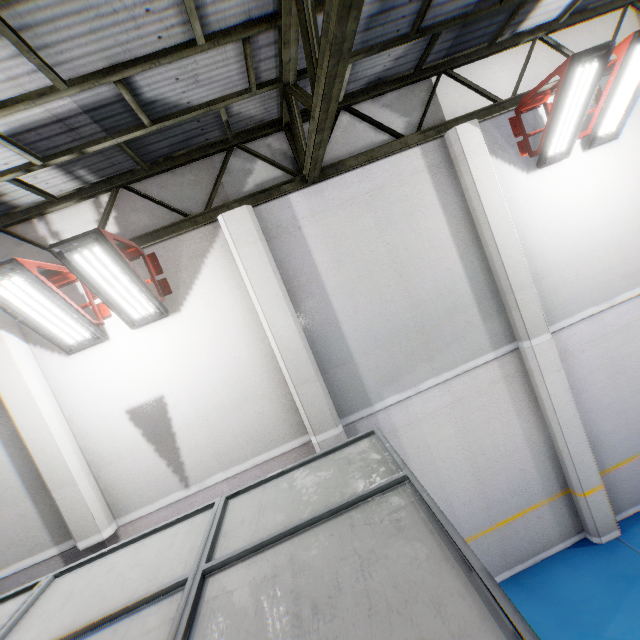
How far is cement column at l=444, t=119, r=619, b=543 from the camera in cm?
541

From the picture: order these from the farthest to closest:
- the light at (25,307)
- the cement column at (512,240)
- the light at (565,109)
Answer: the cement column at (512,240), the light at (565,109), the light at (25,307)

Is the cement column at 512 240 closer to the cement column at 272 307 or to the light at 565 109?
the light at 565 109

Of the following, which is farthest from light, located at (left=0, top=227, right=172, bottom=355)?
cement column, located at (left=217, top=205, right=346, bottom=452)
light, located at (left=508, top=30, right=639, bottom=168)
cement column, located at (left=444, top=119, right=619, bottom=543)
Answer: light, located at (left=508, top=30, right=639, bottom=168)

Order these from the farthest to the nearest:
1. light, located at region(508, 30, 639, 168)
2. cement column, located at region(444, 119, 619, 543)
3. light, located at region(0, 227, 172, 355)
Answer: cement column, located at region(444, 119, 619, 543) → light, located at region(508, 30, 639, 168) → light, located at region(0, 227, 172, 355)

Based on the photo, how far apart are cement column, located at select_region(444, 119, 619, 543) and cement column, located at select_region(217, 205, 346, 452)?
3.5 meters

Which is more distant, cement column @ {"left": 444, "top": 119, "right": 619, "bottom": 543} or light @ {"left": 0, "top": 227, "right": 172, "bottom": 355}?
cement column @ {"left": 444, "top": 119, "right": 619, "bottom": 543}

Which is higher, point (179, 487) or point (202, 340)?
point (202, 340)
